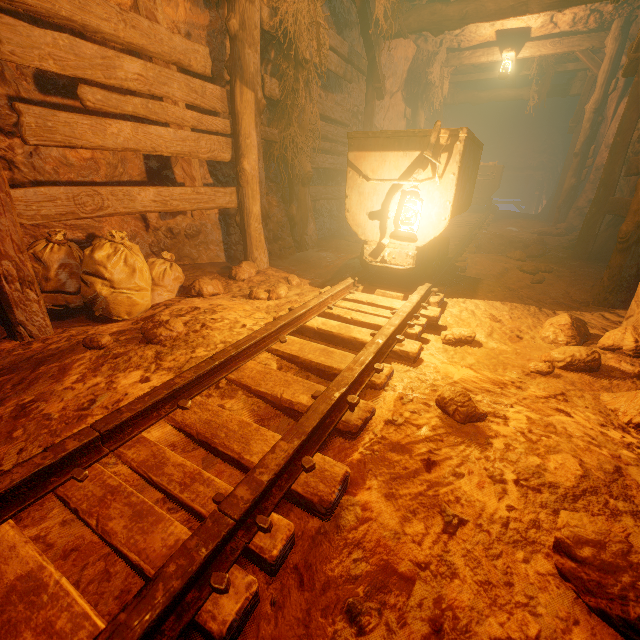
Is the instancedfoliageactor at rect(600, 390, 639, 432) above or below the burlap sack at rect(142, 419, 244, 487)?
above

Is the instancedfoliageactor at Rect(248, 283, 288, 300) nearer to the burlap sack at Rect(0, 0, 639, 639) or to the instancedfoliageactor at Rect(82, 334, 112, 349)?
the burlap sack at Rect(0, 0, 639, 639)

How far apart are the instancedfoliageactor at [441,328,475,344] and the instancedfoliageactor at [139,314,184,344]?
2.00m

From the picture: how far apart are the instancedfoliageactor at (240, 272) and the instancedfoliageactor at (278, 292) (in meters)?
0.52

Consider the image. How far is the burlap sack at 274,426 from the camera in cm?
161

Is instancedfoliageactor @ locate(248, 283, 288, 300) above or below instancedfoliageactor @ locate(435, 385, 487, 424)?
above

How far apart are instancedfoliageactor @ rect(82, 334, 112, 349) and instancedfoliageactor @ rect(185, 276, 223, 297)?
1.26m

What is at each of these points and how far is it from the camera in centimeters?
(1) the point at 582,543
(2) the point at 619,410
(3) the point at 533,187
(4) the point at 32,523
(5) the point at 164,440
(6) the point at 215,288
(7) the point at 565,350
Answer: (1) instancedfoliageactor, 87cm
(2) instancedfoliageactor, 175cm
(3) z, 2003cm
(4) burlap sack, 109cm
(5) burlap sack, 144cm
(6) instancedfoliageactor, 351cm
(7) instancedfoliageactor, 229cm
